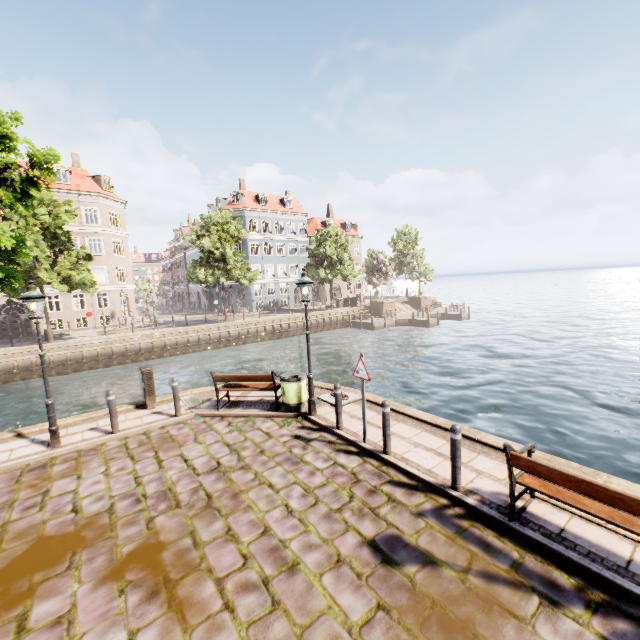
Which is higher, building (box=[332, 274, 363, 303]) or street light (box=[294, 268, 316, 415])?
street light (box=[294, 268, 316, 415])

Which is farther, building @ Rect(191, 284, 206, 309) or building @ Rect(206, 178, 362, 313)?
building @ Rect(191, 284, 206, 309)

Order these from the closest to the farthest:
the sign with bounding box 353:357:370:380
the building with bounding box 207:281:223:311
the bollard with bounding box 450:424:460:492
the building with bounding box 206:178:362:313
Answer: the bollard with bounding box 450:424:460:492 < the sign with bounding box 353:357:370:380 < the building with bounding box 206:178:362:313 < the building with bounding box 207:281:223:311

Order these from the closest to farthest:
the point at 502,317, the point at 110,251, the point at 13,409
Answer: the point at 13,409 → the point at 110,251 → the point at 502,317

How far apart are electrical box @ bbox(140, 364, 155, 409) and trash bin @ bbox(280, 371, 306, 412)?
3.97m

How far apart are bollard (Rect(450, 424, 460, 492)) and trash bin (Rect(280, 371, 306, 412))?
4.4 meters

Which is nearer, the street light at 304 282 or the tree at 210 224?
the street light at 304 282

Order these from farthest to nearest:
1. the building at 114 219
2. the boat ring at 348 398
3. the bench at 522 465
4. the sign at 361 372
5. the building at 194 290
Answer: the building at 194 290 → the building at 114 219 → the boat ring at 348 398 → the sign at 361 372 → the bench at 522 465
